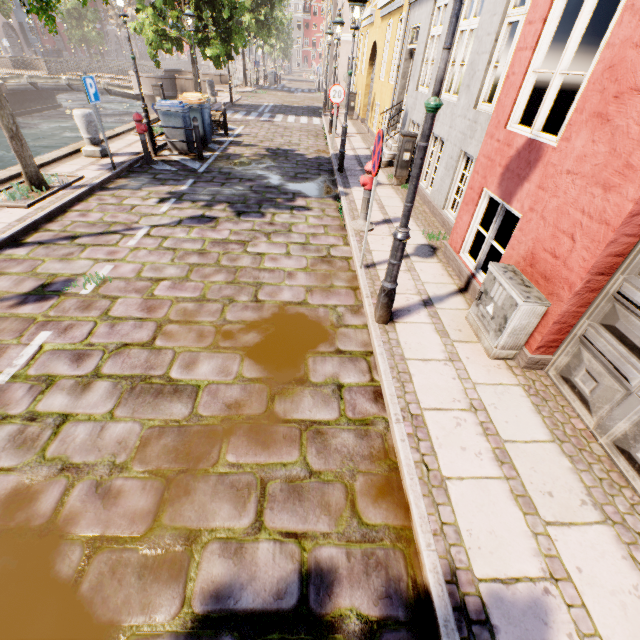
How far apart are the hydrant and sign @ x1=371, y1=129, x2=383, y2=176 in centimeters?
140cm

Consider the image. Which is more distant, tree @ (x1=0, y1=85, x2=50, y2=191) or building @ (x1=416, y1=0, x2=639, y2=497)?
tree @ (x1=0, y1=85, x2=50, y2=191)

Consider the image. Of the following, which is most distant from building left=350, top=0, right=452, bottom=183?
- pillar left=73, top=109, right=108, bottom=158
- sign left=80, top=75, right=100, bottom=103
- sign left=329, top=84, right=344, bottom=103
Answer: sign left=329, top=84, right=344, bottom=103

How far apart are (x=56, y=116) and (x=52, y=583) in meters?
34.8

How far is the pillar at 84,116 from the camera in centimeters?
836cm

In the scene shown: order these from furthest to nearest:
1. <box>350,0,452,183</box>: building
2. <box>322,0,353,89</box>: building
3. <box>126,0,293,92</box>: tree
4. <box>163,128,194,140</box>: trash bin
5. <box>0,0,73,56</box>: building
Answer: <box>0,0,73,56</box>: building, <box>322,0,353,89</box>: building, <box>126,0,293,92</box>: tree, <box>163,128,194,140</box>: trash bin, <box>350,0,452,183</box>: building

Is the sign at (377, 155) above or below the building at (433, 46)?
above

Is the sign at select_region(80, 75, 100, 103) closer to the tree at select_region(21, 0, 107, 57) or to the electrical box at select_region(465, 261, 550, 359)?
the tree at select_region(21, 0, 107, 57)
